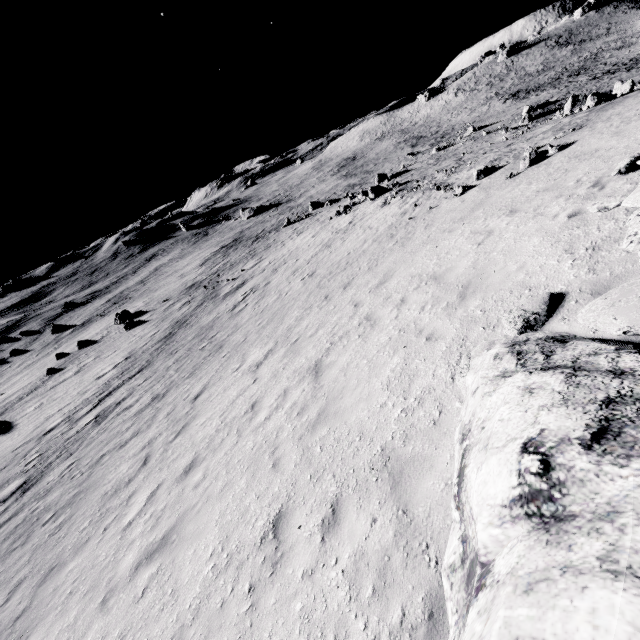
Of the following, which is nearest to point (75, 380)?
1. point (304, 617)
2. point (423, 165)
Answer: point (304, 617)

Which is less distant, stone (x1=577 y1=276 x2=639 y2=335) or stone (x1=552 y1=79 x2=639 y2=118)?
stone (x1=577 y1=276 x2=639 y2=335)

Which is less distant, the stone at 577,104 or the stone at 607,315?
the stone at 607,315

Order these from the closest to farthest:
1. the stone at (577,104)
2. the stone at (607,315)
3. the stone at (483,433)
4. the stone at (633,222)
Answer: the stone at (483,433) → the stone at (607,315) → the stone at (633,222) → the stone at (577,104)

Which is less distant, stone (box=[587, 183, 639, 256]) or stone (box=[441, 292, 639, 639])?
stone (box=[441, 292, 639, 639])

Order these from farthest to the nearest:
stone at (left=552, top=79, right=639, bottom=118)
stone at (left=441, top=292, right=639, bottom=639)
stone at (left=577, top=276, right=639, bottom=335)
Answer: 1. stone at (left=552, top=79, right=639, bottom=118)
2. stone at (left=577, top=276, right=639, bottom=335)
3. stone at (left=441, top=292, right=639, bottom=639)
